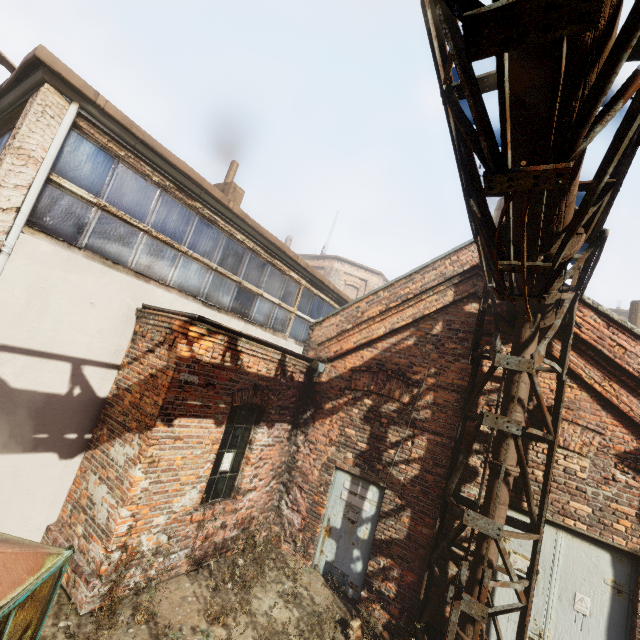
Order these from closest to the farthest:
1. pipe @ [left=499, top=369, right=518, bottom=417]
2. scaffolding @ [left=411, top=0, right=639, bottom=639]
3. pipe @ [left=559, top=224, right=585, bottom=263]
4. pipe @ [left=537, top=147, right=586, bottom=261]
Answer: scaffolding @ [left=411, top=0, right=639, bottom=639], pipe @ [left=537, top=147, right=586, bottom=261], pipe @ [left=559, top=224, right=585, bottom=263], pipe @ [left=499, top=369, right=518, bottom=417]

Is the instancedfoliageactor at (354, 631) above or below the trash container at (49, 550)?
below

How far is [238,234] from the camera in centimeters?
718cm

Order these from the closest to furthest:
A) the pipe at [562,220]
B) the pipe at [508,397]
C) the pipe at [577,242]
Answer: the pipe at [562,220] < the pipe at [577,242] < the pipe at [508,397]

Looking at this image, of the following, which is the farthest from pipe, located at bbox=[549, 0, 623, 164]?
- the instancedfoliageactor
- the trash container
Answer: the trash container

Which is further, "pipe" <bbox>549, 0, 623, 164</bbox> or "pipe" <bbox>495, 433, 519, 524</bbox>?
"pipe" <bbox>495, 433, 519, 524</bbox>
